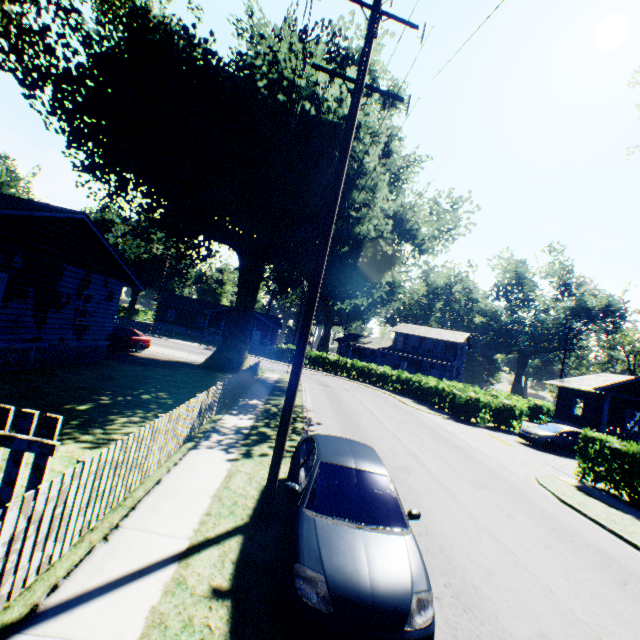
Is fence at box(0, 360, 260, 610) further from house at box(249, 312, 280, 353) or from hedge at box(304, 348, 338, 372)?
house at box(249, 312, 280, 353)

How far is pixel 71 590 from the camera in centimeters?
373cm

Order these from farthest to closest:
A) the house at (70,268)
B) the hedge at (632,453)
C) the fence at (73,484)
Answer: the hedge at (632,453), the house at (70,268), the fence at (73,484)

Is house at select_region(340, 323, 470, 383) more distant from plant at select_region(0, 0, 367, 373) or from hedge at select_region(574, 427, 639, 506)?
plant at select_region(0, 0, 367, 373)

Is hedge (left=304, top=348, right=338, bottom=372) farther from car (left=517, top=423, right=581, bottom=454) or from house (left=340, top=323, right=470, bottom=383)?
house (left=340, top=323, right=470, bottom=383)

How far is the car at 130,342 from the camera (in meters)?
21.33

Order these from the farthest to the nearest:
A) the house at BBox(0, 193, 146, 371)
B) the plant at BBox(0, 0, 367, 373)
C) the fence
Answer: the plant at BBox(0, 0, 367, 373), the house at BBox(0, 193, 146, 371), the fence

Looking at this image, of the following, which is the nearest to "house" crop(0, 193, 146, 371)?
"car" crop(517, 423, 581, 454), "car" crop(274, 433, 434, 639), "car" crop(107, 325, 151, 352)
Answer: "car" crop(107, 325, 151, 352)
